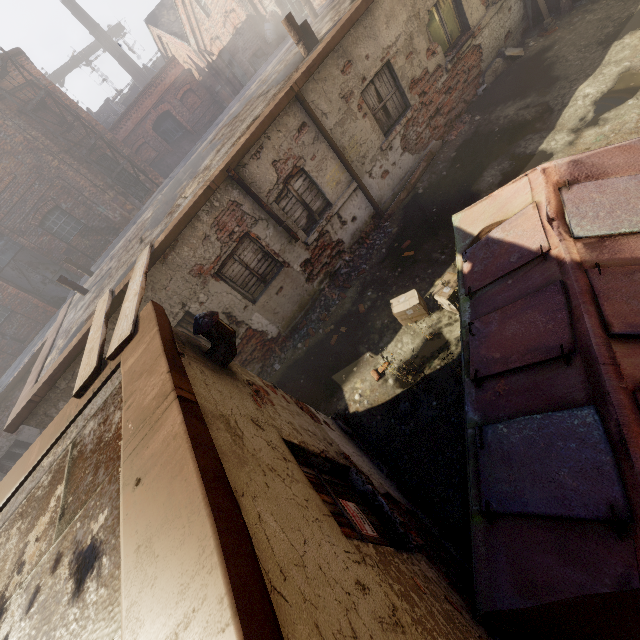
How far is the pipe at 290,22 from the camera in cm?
684

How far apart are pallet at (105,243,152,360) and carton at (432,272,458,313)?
4.4m

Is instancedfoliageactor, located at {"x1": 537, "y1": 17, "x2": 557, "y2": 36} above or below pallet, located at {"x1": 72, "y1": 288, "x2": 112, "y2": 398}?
below

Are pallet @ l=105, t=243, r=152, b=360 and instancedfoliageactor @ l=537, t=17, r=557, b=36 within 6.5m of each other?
no

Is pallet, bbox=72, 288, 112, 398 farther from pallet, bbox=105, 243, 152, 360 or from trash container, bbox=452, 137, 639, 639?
trash container, bbox=452, 137, 639, 639

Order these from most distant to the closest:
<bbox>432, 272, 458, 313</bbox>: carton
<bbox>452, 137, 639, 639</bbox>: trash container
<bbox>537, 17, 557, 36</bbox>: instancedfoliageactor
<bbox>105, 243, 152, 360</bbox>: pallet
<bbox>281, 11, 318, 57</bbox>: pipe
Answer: <bbox>537, 17, 557, 36</bbox>: instancedfoliageactor, <bbox>281, 11, 318, 57</bbox>: pipe, <bbox>432, 272, 458, 313</bbox>: carton, <bbox>105, 243, 152, 360</bbox>: pallet, <bbox>452, 137, 639, 639</bbox>: trash container

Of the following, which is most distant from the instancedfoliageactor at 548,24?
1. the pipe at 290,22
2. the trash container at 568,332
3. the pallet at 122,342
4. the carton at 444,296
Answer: the pallet at 122,342

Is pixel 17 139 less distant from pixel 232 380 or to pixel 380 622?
pixel 232 380
